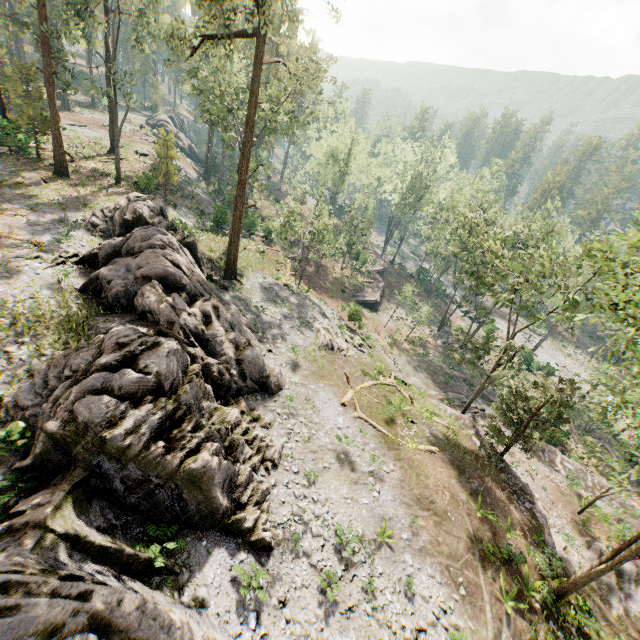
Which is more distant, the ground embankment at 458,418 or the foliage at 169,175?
the foliage at 169,175

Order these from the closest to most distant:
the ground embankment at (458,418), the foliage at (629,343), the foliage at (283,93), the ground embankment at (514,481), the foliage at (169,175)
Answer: the foliage at (629,343) → the ground embankment at (514,481) → the foliage at (283,93) → the ground embankment at (458,418) → the foliage at (169,175)

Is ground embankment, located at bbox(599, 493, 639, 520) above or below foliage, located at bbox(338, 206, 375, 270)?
below

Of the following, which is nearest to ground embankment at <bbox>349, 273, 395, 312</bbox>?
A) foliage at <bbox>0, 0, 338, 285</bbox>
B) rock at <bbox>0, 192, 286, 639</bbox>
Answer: foliage at <bbox>0, 0, 338, 285</bbox>

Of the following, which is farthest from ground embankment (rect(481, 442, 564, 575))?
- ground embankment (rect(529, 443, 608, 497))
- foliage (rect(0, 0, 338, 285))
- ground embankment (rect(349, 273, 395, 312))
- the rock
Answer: ground embankment (rect(349, 273, 395, 312))

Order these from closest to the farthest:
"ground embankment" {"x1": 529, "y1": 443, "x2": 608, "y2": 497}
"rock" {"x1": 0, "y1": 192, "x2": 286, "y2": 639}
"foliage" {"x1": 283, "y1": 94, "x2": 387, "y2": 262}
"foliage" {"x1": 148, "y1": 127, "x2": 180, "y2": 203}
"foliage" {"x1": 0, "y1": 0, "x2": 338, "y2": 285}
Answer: "rock" {"x1": 0, "y1": 192, "x2": 286, "y2": 639}, "foliage" {"x1": 0, "y1": 0, "x2": 338, "y2": 285}, "ground embankment" {"x1": 529, "y1": 443, "x2": 608, "y2": 497}, "foliage" {"x1": 283, "y1": 94, "x2": 387, "y2": 262}, "foliage" {"x1": 148, "y1": 127, "x2": 180, "y2": 203}

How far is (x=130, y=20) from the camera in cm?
3616

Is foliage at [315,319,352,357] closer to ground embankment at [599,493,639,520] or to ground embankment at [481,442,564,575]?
ground embankment at [481,442,564,575]
